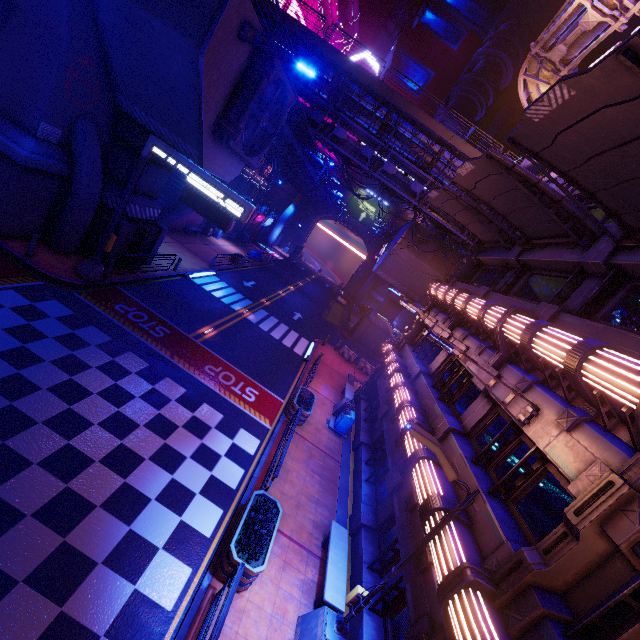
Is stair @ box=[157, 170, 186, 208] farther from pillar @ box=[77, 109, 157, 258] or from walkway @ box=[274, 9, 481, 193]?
walkway @ box=[274, 9, 481, 193]

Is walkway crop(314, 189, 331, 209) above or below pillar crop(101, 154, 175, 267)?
above

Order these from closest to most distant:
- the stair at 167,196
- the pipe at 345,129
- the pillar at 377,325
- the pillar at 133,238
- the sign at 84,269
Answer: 1. the sign at 84,269
2. the pillar at 133,238
3. the pipe at 345,129
4. the stair at 167,196
5. the pillar at 377,325

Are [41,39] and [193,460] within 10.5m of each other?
no

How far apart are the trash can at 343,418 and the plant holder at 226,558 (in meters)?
7.13

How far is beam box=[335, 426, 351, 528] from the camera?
11.9 meters

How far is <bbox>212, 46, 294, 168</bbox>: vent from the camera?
13.68m

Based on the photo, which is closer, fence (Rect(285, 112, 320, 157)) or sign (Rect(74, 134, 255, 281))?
sign (Rect(74, 134, 255, 281))
